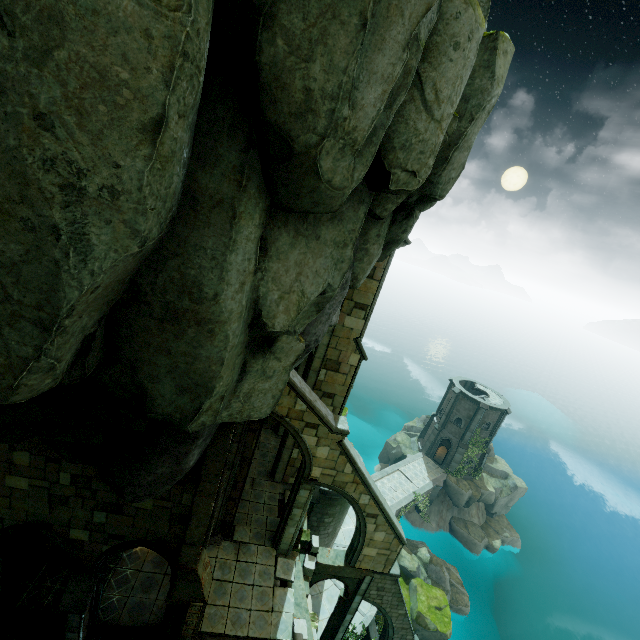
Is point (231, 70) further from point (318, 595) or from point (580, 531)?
point (580, 531)

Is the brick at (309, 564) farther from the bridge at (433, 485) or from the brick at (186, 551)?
the bridge at (433, 485)

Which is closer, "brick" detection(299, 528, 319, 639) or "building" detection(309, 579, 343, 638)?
"brick" detection(299, 528, 319, 639)

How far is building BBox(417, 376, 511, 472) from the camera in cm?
3691

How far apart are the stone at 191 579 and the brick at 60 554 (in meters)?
6.07

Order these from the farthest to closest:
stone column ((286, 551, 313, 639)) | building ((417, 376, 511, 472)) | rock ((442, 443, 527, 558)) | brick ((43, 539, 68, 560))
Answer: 1. building ((417, 376, 511, 472))
2. rock ((442, 443, 527, 558))
3. stone column ((286, 551, 313, 639))
4. brick ((43, 539, 68, 560))

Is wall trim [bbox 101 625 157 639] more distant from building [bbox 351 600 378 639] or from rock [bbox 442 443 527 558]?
rock [bbox 442 443 527 558]

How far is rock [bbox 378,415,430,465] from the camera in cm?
4112
